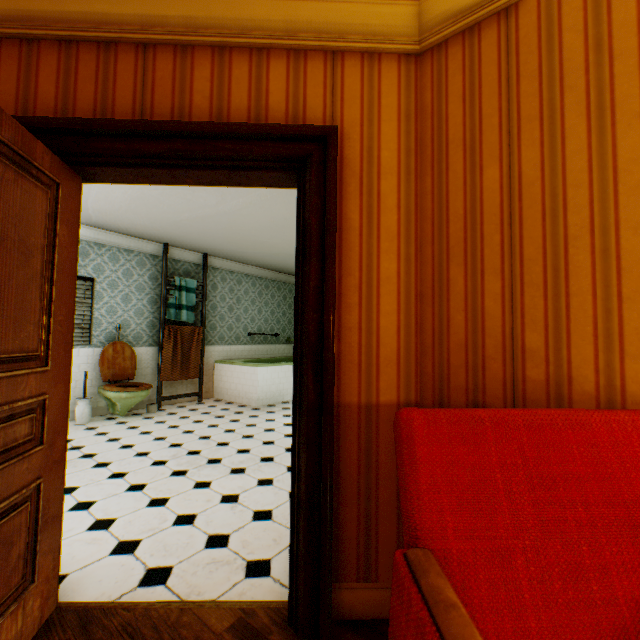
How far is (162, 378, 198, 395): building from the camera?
6.42m

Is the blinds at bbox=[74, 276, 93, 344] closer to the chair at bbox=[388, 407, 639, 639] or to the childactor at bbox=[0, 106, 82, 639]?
the childactor at bbox=[0, 106, 82, 639]

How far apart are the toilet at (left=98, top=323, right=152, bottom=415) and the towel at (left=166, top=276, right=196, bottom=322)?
0.8 meters

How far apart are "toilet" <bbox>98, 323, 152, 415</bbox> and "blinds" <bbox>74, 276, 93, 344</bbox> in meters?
0.3 m

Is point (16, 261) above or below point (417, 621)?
above

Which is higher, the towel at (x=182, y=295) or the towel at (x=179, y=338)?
the towel at (x=182, y=295)

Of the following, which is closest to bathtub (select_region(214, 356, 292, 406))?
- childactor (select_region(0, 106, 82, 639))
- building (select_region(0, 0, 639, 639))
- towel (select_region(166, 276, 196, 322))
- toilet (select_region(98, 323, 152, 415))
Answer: building (select_region(0, 0, 639, 639))

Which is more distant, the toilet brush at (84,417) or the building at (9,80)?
the toilet brush at (84,417)
